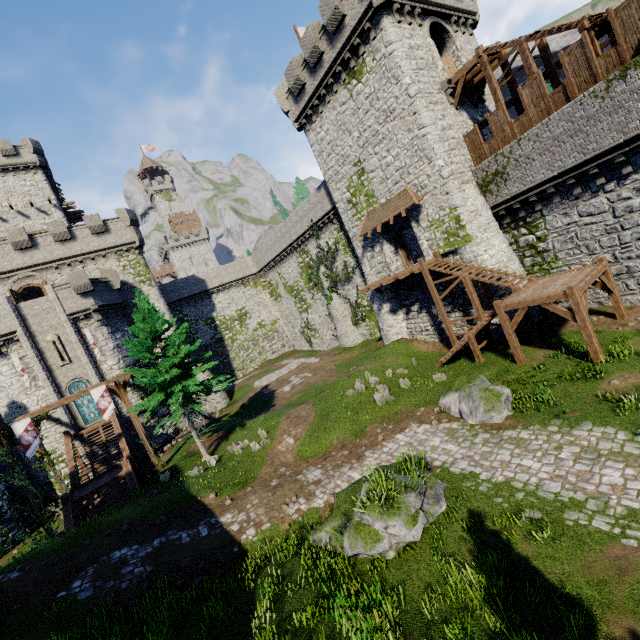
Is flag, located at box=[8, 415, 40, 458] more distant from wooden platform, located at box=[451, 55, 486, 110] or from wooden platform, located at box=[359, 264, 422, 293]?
wooden platform, located at box=[451, 55, 486, 110]

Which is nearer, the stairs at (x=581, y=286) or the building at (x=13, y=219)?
the stairs at (x=581, y=286)

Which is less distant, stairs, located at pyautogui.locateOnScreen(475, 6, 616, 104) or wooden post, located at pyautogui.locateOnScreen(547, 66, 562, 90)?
stairs, located at pyautogui.locateOnScreen(475, 6, 616, 104)

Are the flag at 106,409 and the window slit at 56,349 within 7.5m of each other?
no

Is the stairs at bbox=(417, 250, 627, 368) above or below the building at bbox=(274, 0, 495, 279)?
below

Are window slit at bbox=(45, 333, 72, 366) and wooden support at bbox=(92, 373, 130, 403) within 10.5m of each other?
yes

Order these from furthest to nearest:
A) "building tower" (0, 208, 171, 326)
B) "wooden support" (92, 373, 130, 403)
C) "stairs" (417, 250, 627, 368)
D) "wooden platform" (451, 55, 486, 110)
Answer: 1. "building tower" (0, 208, 171, 326)
2. "wooden support" (92, 373, 130, 403)
3. "wooden platform" (451, 55, 486, 110)
4. "stairs" (417, 250, 627, 368)

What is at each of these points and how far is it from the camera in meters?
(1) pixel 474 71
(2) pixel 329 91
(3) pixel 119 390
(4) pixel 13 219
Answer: (1) wooden platform, 19.4 m
(2) building, 22.6 m
(3) wooden support, 20.0 m
(4) building, 37.5 m
